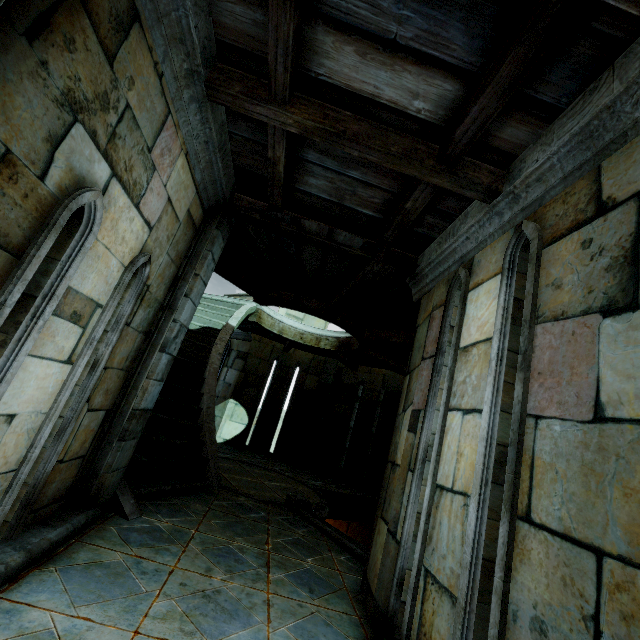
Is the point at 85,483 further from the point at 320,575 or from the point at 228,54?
the point at 228,54
